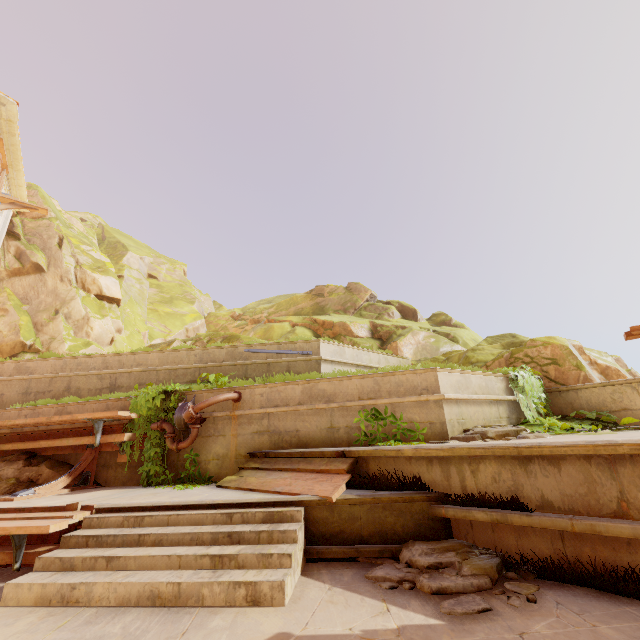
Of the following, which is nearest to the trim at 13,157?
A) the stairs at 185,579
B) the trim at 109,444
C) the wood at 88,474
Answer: the trim at 109,444

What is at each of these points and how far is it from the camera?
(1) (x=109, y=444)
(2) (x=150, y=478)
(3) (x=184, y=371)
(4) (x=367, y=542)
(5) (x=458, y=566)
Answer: (1) trim, 7.42m
(2) plant, 6.72m
(3) building, 9.38m
(4) building, 3.92m
(5) rubble, 3.23m

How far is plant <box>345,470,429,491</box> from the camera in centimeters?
420cm

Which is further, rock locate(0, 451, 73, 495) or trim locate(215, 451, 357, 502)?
rock locate(0, 451, 73, 495)

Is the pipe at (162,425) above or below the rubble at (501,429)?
above

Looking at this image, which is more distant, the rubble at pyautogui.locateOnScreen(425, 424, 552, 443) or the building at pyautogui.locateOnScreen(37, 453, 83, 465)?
the building at pyautogui.locateOnScreen(37, 453, 83, 465)

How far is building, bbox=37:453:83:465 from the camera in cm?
754

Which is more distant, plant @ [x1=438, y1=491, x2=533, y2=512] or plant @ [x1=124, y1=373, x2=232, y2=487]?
plant @ [x1=124, y1=373, x2=232, y2=487]
